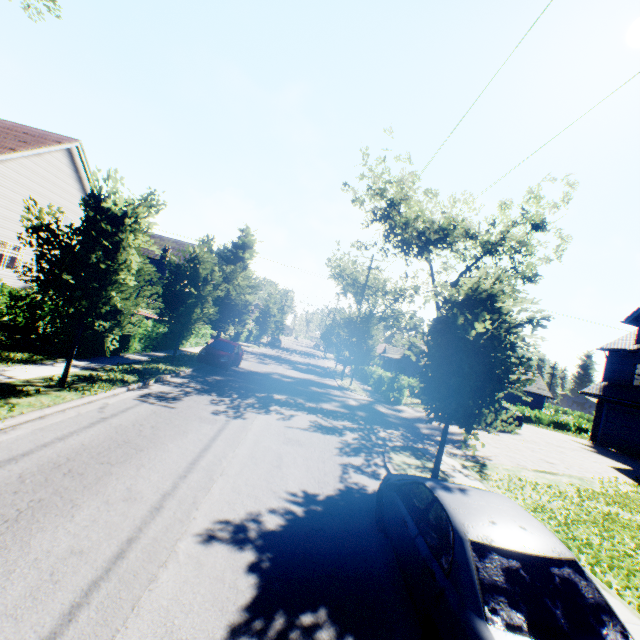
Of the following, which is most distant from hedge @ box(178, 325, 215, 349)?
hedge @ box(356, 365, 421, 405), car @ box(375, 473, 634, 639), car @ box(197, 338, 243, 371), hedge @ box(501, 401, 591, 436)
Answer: hedge @ box(501, 401, 591, 436)

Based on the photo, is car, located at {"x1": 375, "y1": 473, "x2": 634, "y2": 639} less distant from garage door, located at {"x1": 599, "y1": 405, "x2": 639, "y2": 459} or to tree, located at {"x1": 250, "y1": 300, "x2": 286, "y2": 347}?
tree, located at {"x1": 250, "y1": 300, "x2": 286, "y2": 347}

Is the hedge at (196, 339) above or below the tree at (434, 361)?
below

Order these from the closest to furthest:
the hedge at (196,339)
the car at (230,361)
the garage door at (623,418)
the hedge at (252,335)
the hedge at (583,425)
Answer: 1. the car at (230,361)
2. the garage door at (623,418)
3. the hedge at (196,339)
4. the hedge at (583,425)
5. the hedge at (252,335)

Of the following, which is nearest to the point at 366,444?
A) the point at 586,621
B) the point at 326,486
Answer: the point at 326,486

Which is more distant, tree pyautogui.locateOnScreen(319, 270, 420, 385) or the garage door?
tree pyautogui.locateOnScreen(319, 270, 420, 385)

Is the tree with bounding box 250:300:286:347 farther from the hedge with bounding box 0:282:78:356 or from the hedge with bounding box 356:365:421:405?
the hedge with bounding box 356:365:421:405

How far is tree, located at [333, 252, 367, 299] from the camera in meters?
39.6
